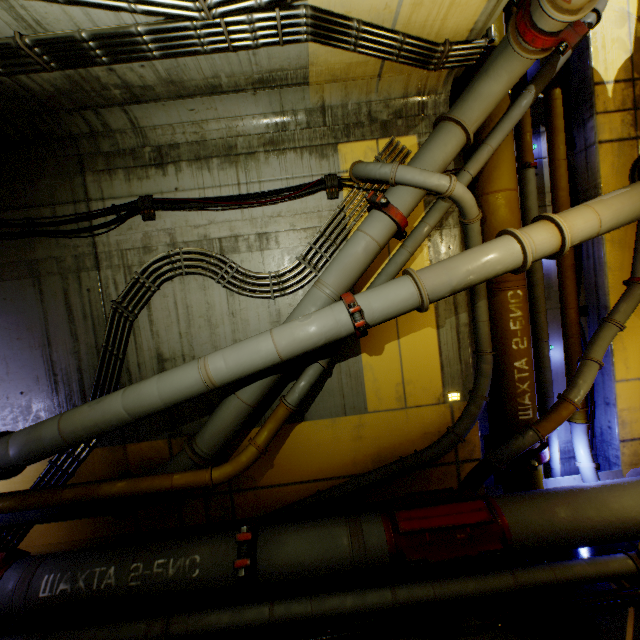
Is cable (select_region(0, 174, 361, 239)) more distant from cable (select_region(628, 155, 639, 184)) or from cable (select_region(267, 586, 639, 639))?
cable (select_region(267, 586, 639, 639))

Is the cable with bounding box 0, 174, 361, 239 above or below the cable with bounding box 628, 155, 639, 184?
above

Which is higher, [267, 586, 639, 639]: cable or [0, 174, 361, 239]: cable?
[0, 174, 361, 239]: cable

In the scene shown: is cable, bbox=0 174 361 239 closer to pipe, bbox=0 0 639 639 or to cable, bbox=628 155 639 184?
pipe, bbox=0 0 639 639

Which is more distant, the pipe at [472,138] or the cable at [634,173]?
the cable at [634,173]

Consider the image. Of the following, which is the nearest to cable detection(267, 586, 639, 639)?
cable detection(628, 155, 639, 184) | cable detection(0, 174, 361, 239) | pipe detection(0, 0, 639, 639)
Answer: pipe detection(0, 0, 639, 639)

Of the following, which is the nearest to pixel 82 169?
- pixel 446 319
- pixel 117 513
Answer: pixel 117 513

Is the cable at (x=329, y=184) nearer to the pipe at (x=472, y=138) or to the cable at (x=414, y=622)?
the pipe at (x=472, y=138)
